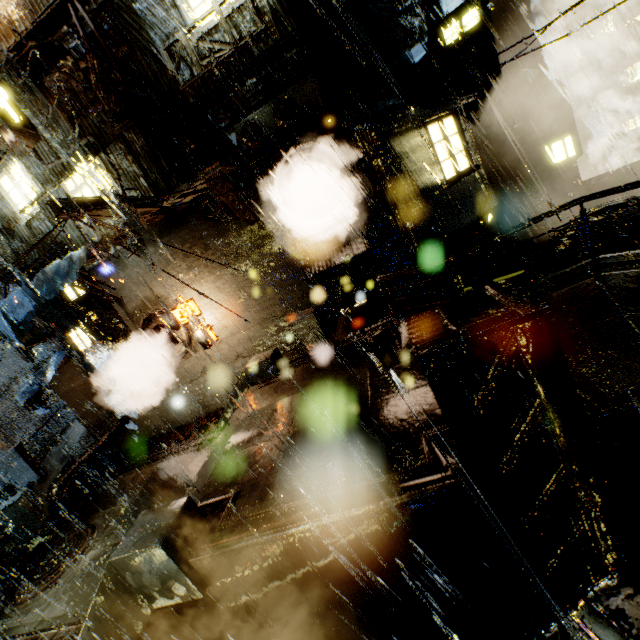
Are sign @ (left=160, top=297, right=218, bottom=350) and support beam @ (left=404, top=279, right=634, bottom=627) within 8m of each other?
no

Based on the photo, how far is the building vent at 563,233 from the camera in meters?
12.6

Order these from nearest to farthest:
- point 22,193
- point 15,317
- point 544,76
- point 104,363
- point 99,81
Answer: point 99,81 → point 15,317 → point 22,193 → point 104,363 → point 544,76

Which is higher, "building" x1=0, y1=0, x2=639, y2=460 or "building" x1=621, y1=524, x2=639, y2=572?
"building" x1=0, y1=0, x2=639, y2=460

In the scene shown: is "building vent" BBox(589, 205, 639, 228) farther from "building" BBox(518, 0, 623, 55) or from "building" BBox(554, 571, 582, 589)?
"building" BBox(518, 0, 623, 55)

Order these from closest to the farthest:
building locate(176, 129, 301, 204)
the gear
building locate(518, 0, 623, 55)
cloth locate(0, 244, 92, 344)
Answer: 1. the gear
2. building locate(176, 129, 301, 204)
3. cloth locate(0, 244, 92, 344)
4. building locate(518, 0, 623, 55)

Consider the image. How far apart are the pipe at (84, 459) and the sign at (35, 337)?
4.9m

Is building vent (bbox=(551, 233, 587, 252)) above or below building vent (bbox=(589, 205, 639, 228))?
below
